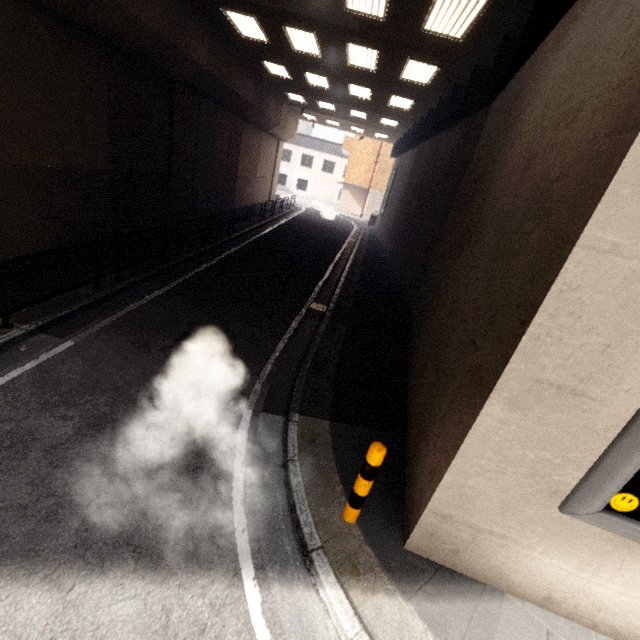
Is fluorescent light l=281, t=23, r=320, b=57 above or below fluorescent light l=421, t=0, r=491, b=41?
above

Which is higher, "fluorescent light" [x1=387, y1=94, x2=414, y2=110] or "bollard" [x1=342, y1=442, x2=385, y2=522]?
"fluorescent light" [x1=387, y1=94, x2=414, y2=110]

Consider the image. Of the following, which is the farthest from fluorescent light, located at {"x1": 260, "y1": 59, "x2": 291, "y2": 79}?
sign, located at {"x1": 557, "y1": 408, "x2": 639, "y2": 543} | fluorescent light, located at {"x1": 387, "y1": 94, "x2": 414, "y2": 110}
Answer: sign, located at {"x1": 557, "y1": 408, "x2": 639, "y2": 543}

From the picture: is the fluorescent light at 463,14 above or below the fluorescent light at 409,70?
below

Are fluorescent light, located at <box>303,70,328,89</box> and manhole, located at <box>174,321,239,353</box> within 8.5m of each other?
no

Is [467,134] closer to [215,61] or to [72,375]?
[215,61]

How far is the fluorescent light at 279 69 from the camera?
13.4m

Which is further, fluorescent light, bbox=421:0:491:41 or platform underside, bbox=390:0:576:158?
fluorescent light, bbox=421:0:491:41
